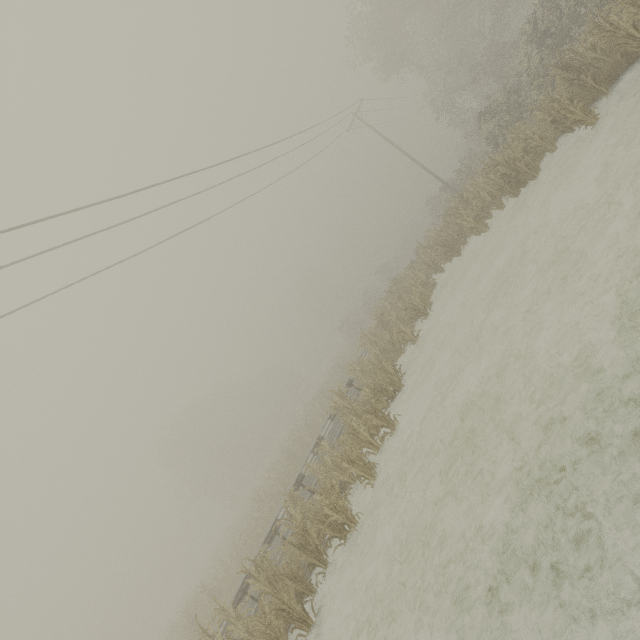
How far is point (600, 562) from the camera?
3.39m
